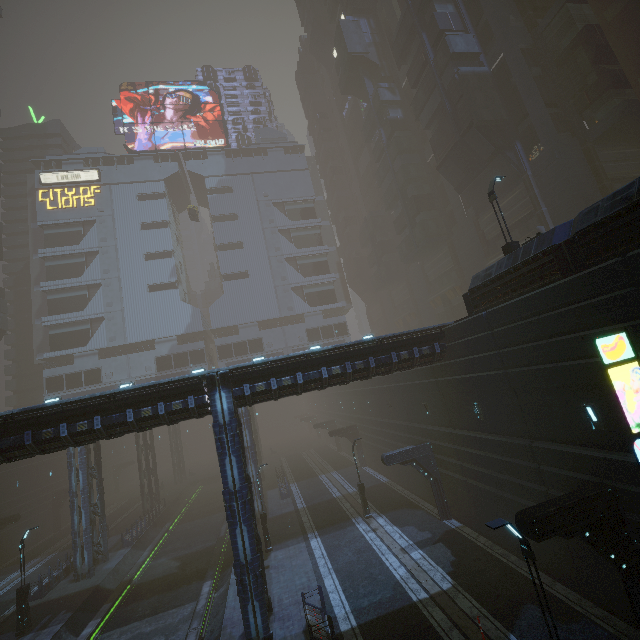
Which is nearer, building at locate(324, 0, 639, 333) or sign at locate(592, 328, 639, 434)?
sign at locate(592, 328, 639, 434)

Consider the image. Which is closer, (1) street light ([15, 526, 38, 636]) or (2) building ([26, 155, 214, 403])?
(1) street light ([15, 526, 38, 636])

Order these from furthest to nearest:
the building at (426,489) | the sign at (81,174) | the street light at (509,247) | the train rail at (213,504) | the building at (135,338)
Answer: the sign at (81,174) < the building at (135,338) < the train rail at (213,504) < the street light at (509,247) < the building at (426,489)

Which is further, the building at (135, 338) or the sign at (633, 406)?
the building at (135, 338)

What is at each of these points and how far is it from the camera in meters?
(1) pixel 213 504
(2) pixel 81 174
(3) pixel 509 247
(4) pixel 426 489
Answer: (1) train rail, 41.2 m
(2) sign, 57.8 m
(3) street light, 16.3 m
(4) building, 24.6 m

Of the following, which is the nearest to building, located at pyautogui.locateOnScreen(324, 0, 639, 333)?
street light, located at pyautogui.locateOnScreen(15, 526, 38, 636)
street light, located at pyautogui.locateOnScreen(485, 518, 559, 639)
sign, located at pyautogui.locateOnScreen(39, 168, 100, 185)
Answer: sign, located at pyautogui.locateOnScreen(39, 168, 100, 185)

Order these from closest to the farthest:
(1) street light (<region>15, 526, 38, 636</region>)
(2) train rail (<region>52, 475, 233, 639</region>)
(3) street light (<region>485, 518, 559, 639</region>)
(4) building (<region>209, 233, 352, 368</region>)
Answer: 1. (3) street light (<region>485, 518, 559, 639</region>)
2. (2) train rail (<region>52, 475, 233, 639</region>)
3. (1) street light (<region>15, 526, 38, 636</region>)
4. (4) building (<region>209, 233, 352, 368</region>)
